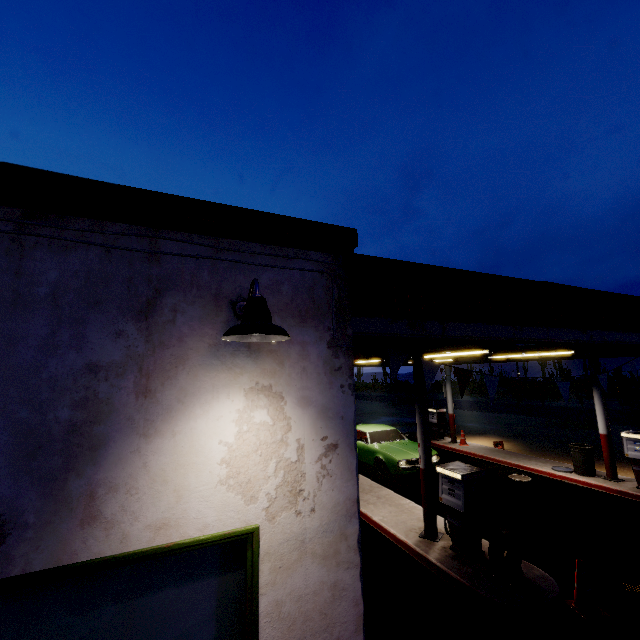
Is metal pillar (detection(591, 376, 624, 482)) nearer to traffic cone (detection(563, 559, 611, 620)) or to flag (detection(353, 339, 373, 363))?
flag (detection(353, 339, 373, 363))

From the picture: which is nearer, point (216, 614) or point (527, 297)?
point (216, 614)

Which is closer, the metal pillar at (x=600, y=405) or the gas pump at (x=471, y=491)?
the gas pump at (x=471, y=491)

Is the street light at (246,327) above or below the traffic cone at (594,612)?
above

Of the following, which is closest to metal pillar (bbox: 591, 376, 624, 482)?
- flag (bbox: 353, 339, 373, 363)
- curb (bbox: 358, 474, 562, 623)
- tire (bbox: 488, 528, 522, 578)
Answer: flag (bbox: 353, 339, 373, 363)

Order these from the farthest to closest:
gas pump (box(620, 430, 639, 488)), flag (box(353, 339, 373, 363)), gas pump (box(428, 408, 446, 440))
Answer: gas pump (box(428, 408, 446, 440))
gas pump (box(620, 430, 639, 488))
flag (box(353, 339, 373, 363))

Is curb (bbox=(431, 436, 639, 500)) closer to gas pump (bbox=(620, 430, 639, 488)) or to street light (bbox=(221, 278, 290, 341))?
gas pump (bbox=(620, 430, 639, 488))

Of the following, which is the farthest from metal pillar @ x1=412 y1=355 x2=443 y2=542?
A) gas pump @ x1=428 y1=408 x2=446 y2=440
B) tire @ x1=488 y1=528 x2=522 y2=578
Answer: gas pump @ x1=428 y1=408 x2=446 y2=440
